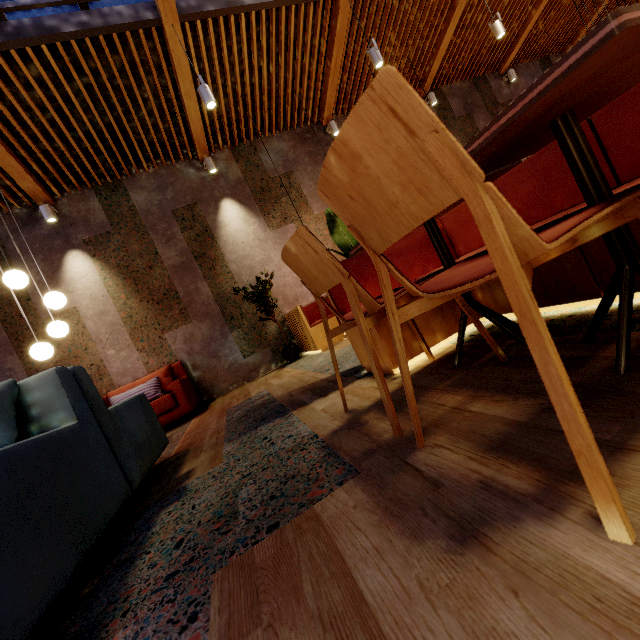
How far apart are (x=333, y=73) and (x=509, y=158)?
6.1m

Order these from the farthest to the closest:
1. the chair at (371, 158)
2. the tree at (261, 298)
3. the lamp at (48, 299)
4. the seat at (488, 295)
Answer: the tree at (261, 298)
the lamp at (48, 299)
the seat at (488, 295)
the chair at (371, 158)

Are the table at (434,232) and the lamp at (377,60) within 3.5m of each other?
no

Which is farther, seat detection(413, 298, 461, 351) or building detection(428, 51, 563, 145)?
building detection(428, 51, 563, 145)

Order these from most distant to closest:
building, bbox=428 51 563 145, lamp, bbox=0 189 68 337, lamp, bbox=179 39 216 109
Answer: building, bbox=428 51 563 145, lamp, bbox=179 39 216 109, lamp, bbox=0 189 68 337

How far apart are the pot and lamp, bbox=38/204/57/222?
4.20m

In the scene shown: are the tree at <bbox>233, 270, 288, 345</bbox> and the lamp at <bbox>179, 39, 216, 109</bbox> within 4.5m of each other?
yes

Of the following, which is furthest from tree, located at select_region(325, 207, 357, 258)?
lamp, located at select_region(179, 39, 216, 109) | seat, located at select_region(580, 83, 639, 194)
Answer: lamp, located at select_region(179, 39, 216, 109)
